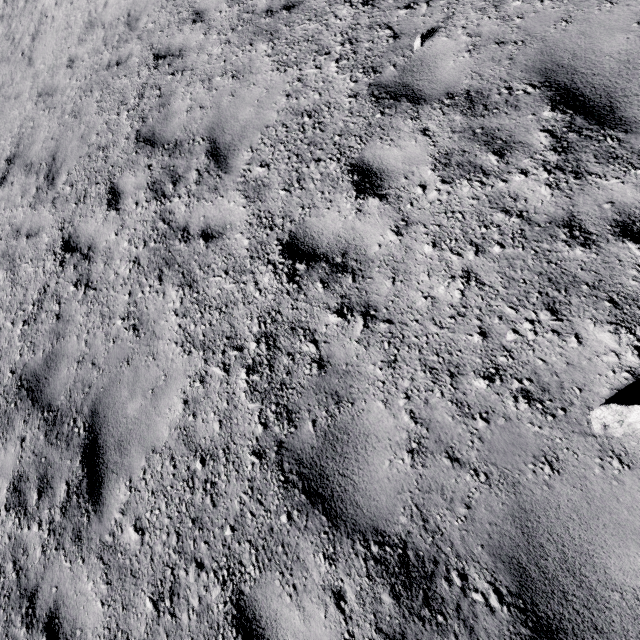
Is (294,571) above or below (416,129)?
below
